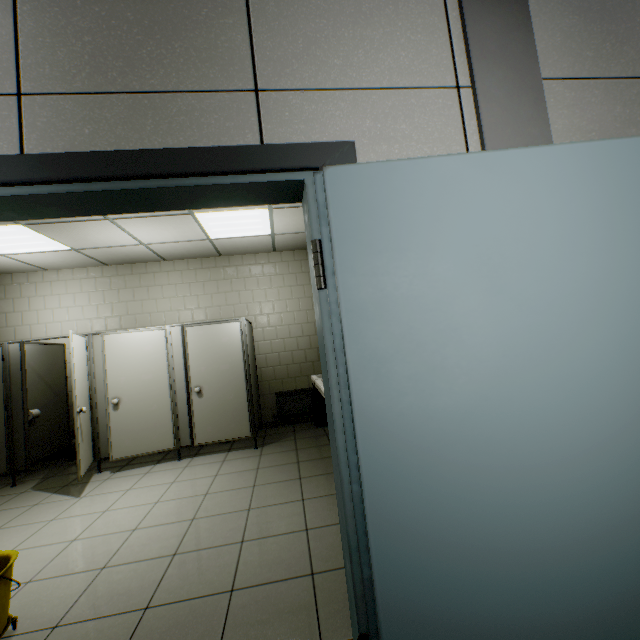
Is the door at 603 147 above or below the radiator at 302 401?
above

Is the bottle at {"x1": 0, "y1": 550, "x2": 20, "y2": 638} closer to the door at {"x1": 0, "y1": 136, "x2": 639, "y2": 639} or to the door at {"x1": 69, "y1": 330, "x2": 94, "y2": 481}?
the door at {"x1": 0, "y1": 136, "x2": 639, "y2": 639}

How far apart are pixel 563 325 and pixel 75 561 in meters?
3.6

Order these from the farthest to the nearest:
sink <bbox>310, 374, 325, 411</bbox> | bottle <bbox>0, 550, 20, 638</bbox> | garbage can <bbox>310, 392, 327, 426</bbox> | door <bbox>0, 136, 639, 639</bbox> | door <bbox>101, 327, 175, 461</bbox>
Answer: garbage can <bbox>310, 392, 327, 426</bbox>, door <bbox>101, 327, 175, 461</bbox>, sink <bbox>310, 374, 325, 411</bbox>, bottle <bbox>0, 550, 20, 638</bbox>, door <bbox>0, 136, 639, 639</bbox>

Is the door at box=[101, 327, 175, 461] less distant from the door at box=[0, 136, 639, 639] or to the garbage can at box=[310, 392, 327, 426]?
the garbage can at box=[310, 392, 327, 426]

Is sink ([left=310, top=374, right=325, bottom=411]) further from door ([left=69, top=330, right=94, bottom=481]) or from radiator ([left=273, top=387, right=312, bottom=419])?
door ([left=69, top=330, right=94, bottom=481])

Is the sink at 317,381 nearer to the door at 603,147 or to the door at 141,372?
the door at 603,147

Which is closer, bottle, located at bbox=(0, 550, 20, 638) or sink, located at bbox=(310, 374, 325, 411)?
bottle, located at bbox=(0, 550, 20, 638)
